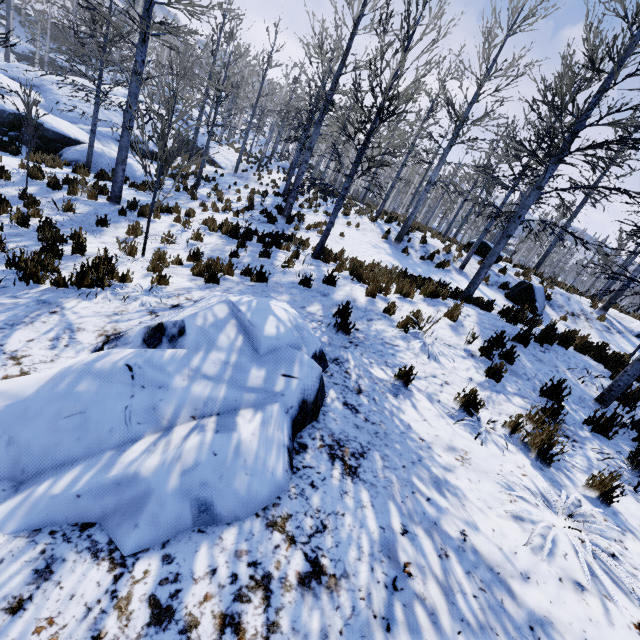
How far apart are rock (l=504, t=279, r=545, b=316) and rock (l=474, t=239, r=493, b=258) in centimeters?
388cm

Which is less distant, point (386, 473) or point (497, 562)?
point (497, 562)

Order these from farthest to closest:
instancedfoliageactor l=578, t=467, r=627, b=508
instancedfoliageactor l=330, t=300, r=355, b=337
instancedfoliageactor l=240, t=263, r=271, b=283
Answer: instancedfoliageactor l=240, t=263, r=271, b=283
instancedfoliageactor l=330, t=300, r=355, b=337
instancedfoliageactor l=578, t=467, r=627, b=508

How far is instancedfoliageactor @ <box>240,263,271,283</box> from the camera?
6.5 meters

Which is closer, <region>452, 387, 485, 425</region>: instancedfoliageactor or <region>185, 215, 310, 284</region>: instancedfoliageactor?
<region>452, 387, 485, 425</region>: instancedfoliageactor

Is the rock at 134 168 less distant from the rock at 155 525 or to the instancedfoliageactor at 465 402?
the instancedfoliageactor at 465 402

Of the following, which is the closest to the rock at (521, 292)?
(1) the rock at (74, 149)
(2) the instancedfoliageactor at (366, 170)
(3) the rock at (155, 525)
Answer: (2) the instancedfoliageactor at (366, 170)
